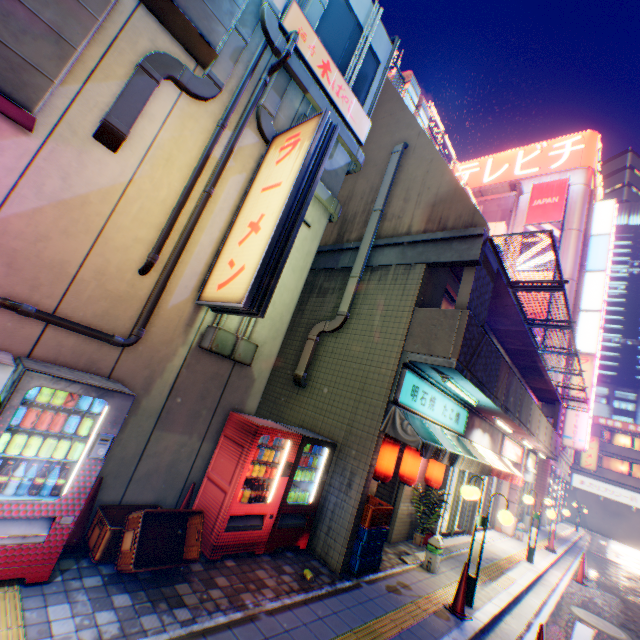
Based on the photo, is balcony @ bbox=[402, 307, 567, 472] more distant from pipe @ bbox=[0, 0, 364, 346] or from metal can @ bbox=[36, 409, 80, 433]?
metal can @ bbox=[36, 409, 80, 433]

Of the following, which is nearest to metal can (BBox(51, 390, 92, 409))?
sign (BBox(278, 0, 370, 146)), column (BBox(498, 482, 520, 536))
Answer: sign (BBox(278, 0, 370, 146))

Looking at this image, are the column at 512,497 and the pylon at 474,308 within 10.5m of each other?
no

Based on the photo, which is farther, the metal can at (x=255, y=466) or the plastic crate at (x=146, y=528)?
the metal can at (x=255, y=466)

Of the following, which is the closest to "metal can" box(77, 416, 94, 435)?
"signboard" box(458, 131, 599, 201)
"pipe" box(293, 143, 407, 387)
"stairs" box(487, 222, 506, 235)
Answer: "pipe" box(293, 143, 407, 387)

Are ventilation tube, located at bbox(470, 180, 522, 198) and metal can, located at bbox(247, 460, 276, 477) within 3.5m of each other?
no

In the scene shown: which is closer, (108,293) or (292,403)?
(108,293)

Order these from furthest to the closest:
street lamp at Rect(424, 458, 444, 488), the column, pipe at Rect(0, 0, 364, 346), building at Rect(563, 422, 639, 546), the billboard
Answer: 1. building at Rect(563, 422, 639, 546)
2. the billboard
3. the column
4. street lamp at Rect(424, 458, 444, 488)
5. pipe at Rect(0, 0, 364, 346)
